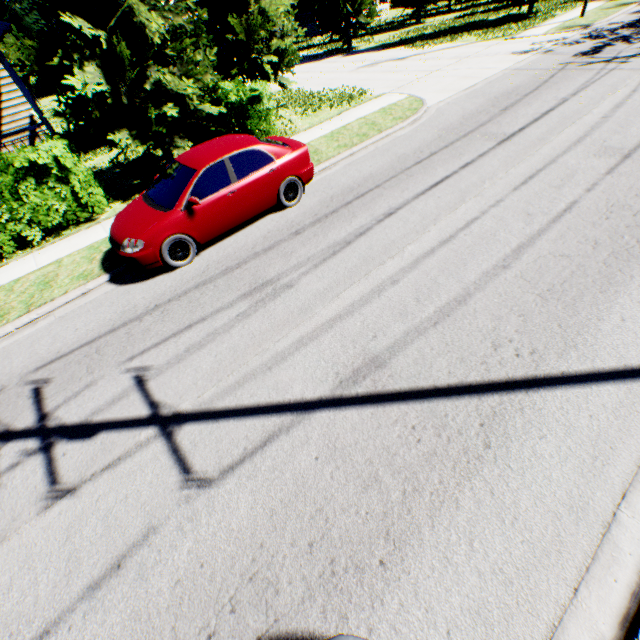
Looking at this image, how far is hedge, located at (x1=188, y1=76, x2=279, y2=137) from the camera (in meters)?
10.40

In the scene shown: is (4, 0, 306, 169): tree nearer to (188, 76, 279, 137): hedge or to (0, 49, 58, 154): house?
(188, 76, 279, 137): hedge

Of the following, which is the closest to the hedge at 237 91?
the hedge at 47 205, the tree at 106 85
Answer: the tree at 106 85

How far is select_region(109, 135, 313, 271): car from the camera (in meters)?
6.38

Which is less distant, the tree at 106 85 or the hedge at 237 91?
the tree at 106 85

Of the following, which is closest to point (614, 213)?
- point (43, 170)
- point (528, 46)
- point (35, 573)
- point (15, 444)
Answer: point (35, 573)

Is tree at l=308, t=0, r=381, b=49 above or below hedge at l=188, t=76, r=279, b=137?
above

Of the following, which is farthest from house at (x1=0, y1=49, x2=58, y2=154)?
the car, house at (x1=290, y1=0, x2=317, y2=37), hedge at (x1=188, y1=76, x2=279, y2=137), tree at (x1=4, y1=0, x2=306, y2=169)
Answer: house at (x1=290, y1=0, x2=317, y2=37)
